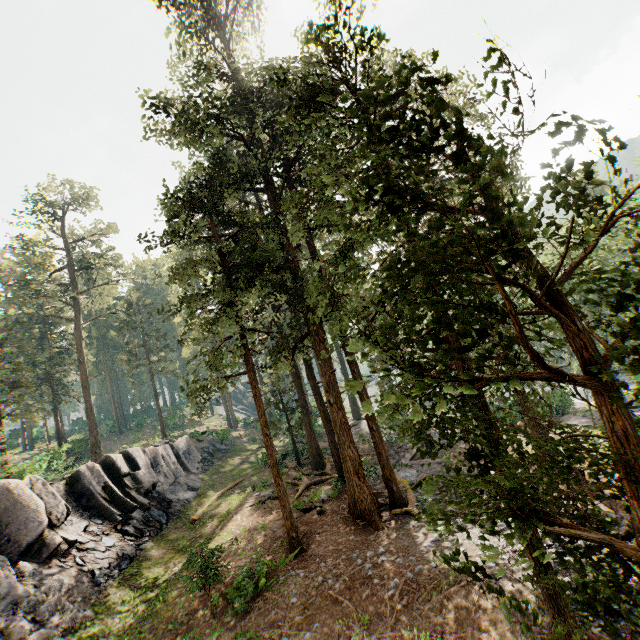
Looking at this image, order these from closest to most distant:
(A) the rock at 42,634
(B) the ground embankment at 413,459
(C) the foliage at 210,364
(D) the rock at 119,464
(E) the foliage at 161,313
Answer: (C) the foliage at 210,364
(A) the rock at 42,634
(D) the rock at 119,464
(E) the foliage at 161,313
(B) the ground embankment at 413,459

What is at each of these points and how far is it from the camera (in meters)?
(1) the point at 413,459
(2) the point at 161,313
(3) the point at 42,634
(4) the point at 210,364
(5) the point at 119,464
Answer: (1) ground embankment, 23.39
(2) foliage, 16.38
(3) rock, 11.05
(4) foliage, 12.89
(5) rock, 22.06

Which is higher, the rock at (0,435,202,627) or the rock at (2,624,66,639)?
the rock at (0,435,202,627)

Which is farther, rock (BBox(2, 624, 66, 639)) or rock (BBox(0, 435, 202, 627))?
rock (BBox(0, 435, 202, 627))

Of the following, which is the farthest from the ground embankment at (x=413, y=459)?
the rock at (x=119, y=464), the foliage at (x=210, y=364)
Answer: the rock at (x=119, y=464)

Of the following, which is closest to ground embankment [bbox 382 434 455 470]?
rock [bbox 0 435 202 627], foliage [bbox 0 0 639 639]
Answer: foliage [bbox 0 0 639 639]

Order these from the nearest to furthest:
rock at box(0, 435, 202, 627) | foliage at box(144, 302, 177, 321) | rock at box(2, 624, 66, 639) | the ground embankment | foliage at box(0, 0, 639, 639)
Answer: foliage at box(0, 0, 639, 639) → rock at box(2, 624, 66, 639) → rock at box(0, 435, 202, 627) → foliage at box(144, 302, 177, 321) → the ground embankment
